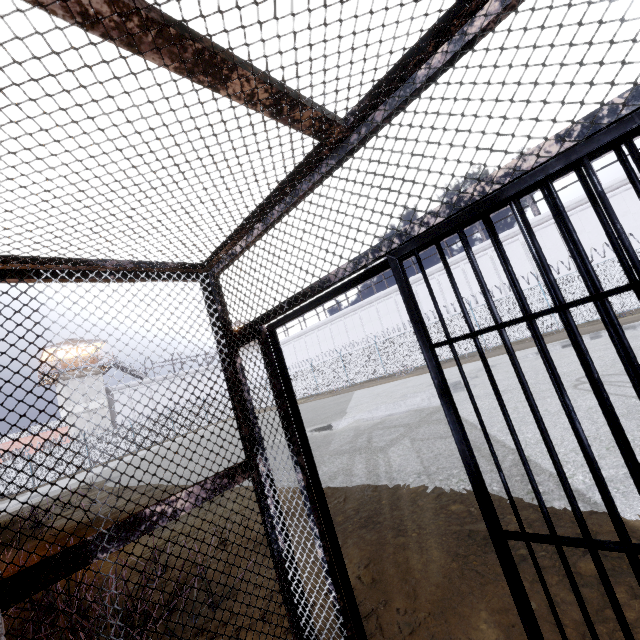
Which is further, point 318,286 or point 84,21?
point 318,286

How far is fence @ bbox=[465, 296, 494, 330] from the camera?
20.4m

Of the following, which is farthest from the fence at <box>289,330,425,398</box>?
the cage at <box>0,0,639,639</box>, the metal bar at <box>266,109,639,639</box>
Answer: the metal bar at <box>266,109,639,639</box>

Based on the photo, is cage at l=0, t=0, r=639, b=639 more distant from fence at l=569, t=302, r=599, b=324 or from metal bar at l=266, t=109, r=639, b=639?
fence at l=569, t=302, r=599, b=324

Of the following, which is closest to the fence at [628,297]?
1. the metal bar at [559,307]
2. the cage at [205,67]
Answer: the cage at [205,67]

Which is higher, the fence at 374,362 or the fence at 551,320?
the fence at 374,362
